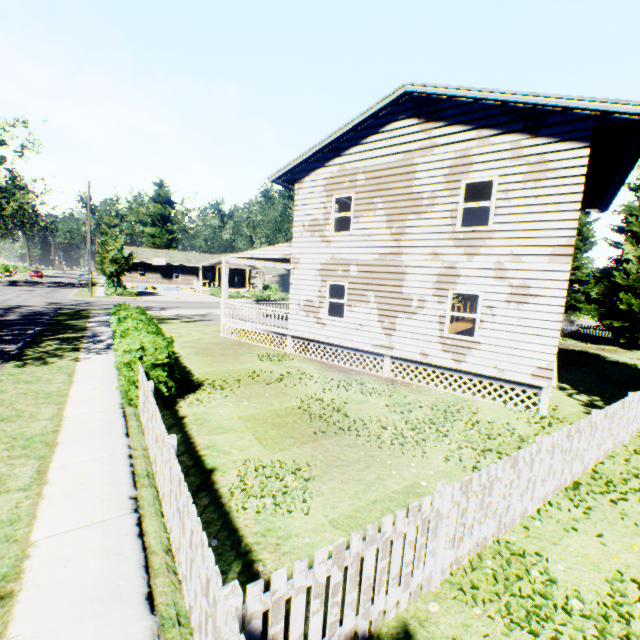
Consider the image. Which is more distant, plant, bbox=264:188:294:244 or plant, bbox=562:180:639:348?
plant, bbox=264:188:294:244

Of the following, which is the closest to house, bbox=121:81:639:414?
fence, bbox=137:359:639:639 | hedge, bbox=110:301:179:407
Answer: fence, bbox=137:359:639:639

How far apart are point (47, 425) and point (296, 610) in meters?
7.0

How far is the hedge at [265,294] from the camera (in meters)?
44.44

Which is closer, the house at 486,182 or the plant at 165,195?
the house at 486,182

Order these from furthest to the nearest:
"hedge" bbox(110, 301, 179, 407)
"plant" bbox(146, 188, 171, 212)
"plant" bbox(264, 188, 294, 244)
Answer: "plant" bbox(146, 188, 171, 212)
"plant" bbox(264, 188, 294, 244)
"hedge" bbox(110, 301, 179, 407)

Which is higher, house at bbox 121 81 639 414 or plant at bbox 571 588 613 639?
house at bbox 121 81 639 414

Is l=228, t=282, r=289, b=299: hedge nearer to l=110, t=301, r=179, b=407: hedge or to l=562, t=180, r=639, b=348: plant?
l=562, t=180, r=639, b=348: plant
